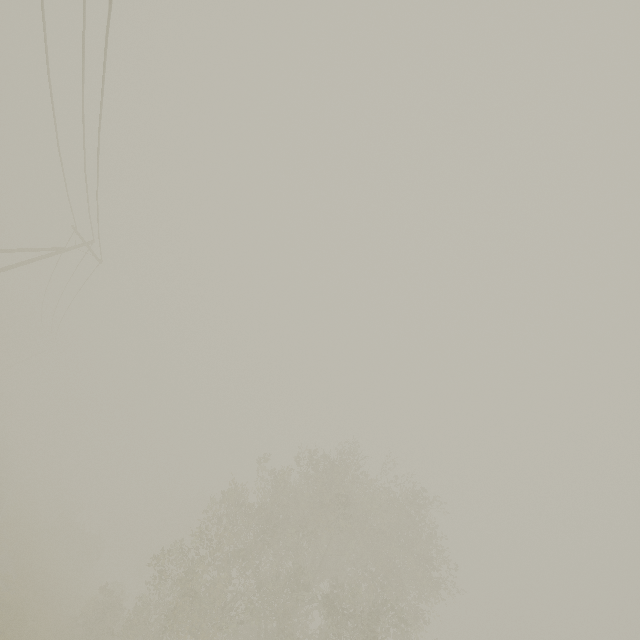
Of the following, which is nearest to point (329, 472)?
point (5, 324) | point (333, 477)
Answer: point (333, 477)

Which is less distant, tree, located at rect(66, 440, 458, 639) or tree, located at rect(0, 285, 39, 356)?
tree, located at rect(66, 440, 458, 639)

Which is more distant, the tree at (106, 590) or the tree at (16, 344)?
the tree at (16, 344)
